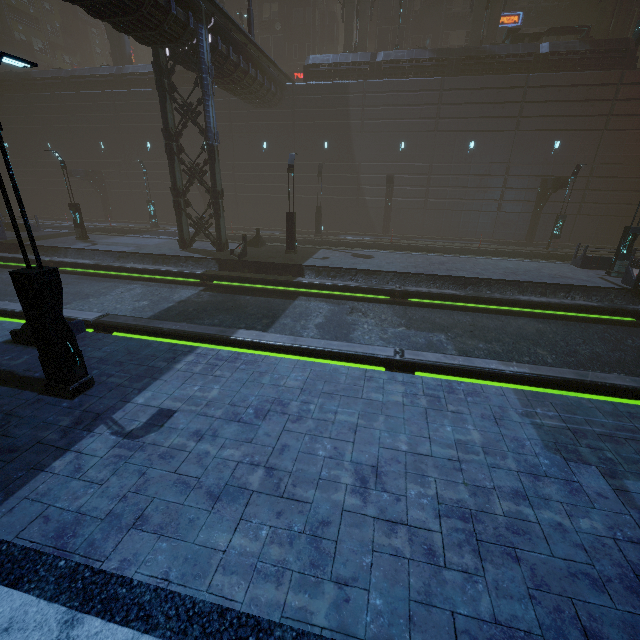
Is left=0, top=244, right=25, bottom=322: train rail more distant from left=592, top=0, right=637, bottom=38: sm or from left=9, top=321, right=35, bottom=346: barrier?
left=592, top=0, right=637, bottom=38: sm

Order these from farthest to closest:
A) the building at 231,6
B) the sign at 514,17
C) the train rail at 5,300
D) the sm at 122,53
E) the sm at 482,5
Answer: the building at 231,6
the sm at 122,53
the sign at 514,17
the sm at 482,5
the train rail at 5,300

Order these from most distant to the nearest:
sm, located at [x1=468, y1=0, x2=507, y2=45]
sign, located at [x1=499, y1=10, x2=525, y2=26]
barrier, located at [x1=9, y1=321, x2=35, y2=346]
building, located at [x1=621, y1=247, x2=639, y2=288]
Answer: sign, located at [x1=499, y1=10, x2=525, y2=26] → sm, located at [x1=468, y1=0, x2=507, y2=45] → building, located at [x1=621, y1=247, x2=639, y2=288] → barrier, located at [x1=9, y1=321, x2=35, y2=346]

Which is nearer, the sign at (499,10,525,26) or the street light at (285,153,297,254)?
the street light at (285,153,297,254)

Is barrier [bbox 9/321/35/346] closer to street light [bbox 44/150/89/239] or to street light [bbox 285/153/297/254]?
street light [bbox 285/153/297/254]

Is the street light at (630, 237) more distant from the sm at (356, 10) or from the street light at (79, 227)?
the street light at (79, 227)

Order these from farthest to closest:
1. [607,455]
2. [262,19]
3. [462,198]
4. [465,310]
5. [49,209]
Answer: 1. [49,209]
2. [262,19]
3. [462,198]
4. [465,310]
5. [607,455]

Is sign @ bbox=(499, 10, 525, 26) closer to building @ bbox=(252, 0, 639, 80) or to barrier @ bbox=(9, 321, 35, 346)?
building @ bbox=(252, 0, 639, 80)
